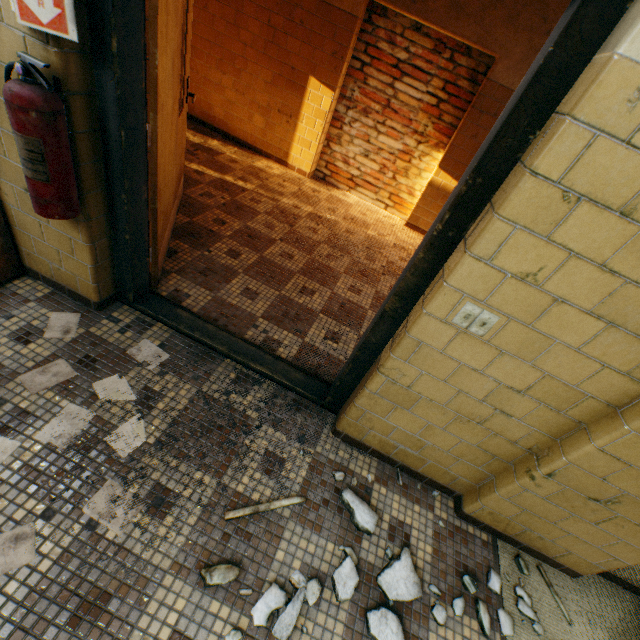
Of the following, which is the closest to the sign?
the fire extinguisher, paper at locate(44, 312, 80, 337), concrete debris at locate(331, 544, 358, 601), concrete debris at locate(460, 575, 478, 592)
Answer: the fire extinguisher

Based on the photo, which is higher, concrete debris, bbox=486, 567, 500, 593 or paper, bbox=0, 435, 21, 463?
concrete debris, bbox=486, 567, 500, 593

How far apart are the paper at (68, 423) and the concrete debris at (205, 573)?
0.93m

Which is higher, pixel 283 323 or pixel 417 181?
pixel 417 181

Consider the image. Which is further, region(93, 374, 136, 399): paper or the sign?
region(93, 374, 136, 399): paper

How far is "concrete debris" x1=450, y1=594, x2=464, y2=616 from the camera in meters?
1.6

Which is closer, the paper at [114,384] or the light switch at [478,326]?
the light switch at [478,326]

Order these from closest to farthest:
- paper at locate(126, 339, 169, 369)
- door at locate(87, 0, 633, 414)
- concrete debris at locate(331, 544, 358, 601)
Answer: door at locate(87, 0, 633, 414) < concrete debris at locate(331, 544, 358, 601) < paper at locate(126, 339, 169, 369)
